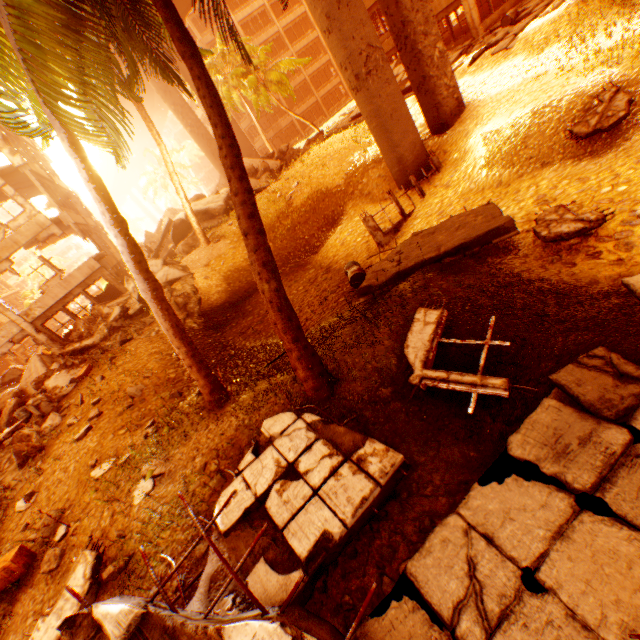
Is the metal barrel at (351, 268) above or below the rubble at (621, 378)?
below

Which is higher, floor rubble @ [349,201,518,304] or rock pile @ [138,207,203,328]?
rock pile @ [138,207,203,328]

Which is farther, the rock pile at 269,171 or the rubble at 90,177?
the rock pile at 269,171

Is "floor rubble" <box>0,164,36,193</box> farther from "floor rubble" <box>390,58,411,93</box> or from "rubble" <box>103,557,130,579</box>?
"floor rubble" <box>390,58,411,93</box>

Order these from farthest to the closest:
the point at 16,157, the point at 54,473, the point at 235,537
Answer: the point at 16,157 < the point at 54,473 < the point at 235,537

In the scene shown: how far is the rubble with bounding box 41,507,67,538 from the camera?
5.8 meters

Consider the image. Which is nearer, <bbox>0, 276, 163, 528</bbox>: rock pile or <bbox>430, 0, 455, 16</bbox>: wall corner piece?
<bbox>0, 276, 163, 528</bbox>: rock pile
